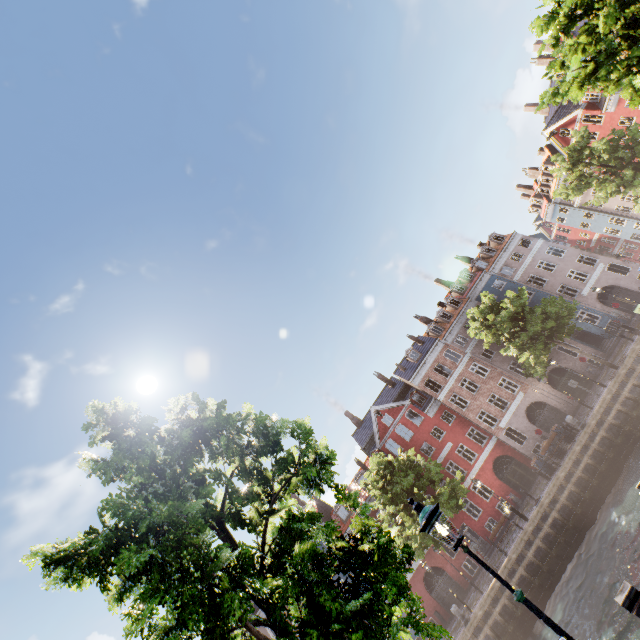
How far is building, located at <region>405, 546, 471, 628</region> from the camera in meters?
28.0 m

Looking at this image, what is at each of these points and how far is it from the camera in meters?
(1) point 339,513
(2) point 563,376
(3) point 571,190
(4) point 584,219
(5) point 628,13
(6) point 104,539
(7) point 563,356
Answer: (1) building, 35.1
(2) building, 30.8
(3) tree, 27.0
(4) building, 44.4
(5) tree, 7.5
(6) tree, 5.2
(7) building, 31.2

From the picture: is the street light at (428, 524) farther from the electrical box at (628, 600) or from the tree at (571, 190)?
the electrical box at (628, 600)

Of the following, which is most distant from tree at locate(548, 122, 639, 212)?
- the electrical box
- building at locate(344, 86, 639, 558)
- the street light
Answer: building at locate(344, 86, 639, 558)

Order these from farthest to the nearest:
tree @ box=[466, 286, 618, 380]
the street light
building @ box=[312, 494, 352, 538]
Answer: building @ box=[312, 494, 352, 538] < tree @ box=[466, 286, 618, 380] < the street light

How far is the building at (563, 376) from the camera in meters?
29.7

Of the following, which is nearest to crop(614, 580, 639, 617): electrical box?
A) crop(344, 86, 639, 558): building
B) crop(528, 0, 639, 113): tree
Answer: crop(528, 0, 639, 113): tree
